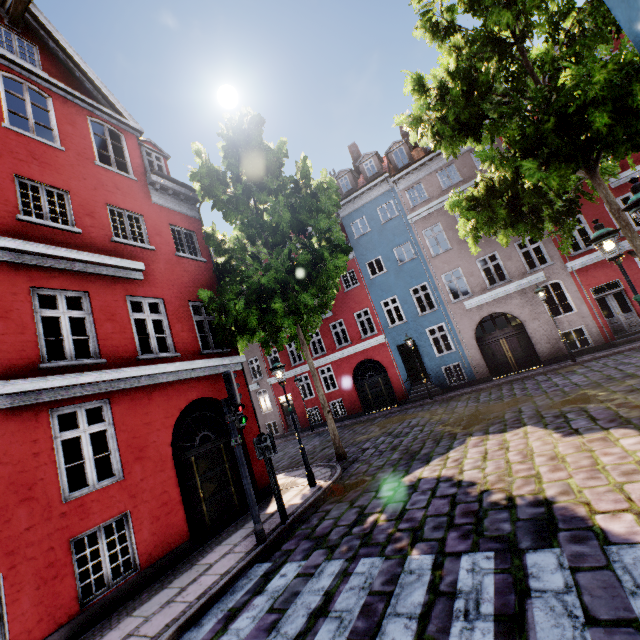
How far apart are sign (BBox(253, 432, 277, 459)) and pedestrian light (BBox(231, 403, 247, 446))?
0.5m

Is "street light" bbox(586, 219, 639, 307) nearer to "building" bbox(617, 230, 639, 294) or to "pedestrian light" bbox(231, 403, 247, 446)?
"building" bbox(617, 230, 639, 294)

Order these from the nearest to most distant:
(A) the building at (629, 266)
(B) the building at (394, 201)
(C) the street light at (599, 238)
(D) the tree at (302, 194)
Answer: (C) the street light at (599, 238) < (D) the tree at (302, 194) < (A) the building at (629, 266) < (B) the building at (394, 201)

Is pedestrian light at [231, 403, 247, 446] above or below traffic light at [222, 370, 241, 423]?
below

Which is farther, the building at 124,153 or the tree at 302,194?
the tree at 302,194

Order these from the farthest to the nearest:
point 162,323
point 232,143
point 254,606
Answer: point 232,143 → point 162,323 → point 254,606

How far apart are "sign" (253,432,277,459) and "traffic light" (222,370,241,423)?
0.8 meters

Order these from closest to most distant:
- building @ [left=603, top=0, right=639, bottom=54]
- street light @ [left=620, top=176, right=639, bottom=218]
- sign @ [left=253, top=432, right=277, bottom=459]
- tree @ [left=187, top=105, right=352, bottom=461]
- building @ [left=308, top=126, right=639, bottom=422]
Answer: street light @ [left=620, top=176, right=639, bottom=218]
building @ [left=603, top=0, right=639, bottom=54]
sign @ [left=253, top=432, right=277, bottom=459]
tree @ [left=187, top=105, right=352, bottom=461]
building @ [left=308, top=126, right=639, bottom=422]
